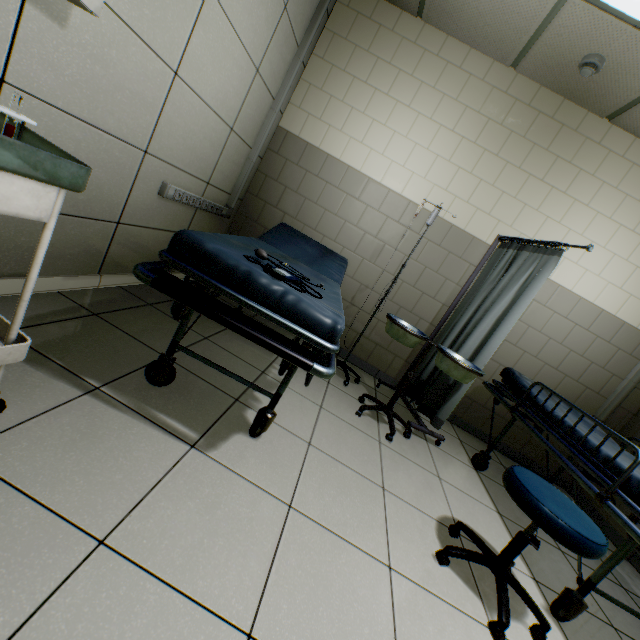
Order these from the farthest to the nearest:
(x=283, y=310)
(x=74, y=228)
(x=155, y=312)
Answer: (x=155, y=312) < (x=74, y=228) < (x=283, y=310)

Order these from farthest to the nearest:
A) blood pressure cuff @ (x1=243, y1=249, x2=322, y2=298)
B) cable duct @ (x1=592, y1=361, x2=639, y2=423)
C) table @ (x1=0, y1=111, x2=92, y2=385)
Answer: cable duct @ (x1=592, y1=361, x2=639, y2=423) < blood pressure cuff @ (x1=243, y1=249, x2=322, y2=298) < table @ (x1=0, y1=111, x2=92, y2=385)

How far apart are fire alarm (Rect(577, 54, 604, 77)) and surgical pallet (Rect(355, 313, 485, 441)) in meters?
2.4

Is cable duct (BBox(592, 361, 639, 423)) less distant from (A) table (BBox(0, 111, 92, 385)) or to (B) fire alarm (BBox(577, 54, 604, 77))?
(B) fire alarm (BBox(577, 54, 604, 77))

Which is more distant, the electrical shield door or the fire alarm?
the fire alarm

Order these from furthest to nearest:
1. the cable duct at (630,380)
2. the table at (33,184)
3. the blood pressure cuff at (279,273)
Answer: the cable duct at (630,380), the blood pressure cuff at (279,273), the table at (33,184)

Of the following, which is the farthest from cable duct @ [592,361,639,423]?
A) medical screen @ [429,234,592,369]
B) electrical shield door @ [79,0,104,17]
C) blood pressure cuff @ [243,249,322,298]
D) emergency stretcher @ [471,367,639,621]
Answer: electrical shield door @ [79,0,104,17]

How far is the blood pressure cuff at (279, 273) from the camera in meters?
1.3 m
